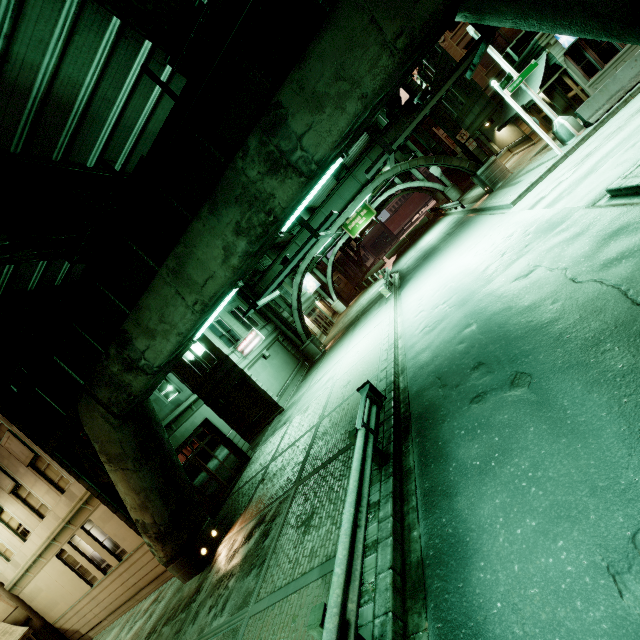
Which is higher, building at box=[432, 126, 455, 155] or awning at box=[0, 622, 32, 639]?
building at box=[432, 126, 455, 155]

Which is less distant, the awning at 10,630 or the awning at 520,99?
the awning at 10,630

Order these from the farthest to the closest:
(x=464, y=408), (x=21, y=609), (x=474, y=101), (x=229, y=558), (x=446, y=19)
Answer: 1. (x=474, y=101)
2. (x=21, y=609)
3. (x=229, y=558)
4. (x=464, y=408)
5. (x=446, y=19)

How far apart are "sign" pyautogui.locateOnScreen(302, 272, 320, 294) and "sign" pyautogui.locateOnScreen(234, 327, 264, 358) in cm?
1980

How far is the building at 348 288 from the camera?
51.41m

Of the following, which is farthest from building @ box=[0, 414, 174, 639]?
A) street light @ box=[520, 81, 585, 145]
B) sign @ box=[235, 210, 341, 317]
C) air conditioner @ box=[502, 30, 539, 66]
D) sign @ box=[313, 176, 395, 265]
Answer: air conditioner @ box=[502, 30, 539, 66]

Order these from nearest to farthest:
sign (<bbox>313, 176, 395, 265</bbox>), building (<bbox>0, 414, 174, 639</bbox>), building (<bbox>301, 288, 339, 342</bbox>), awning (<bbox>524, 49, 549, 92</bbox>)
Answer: building (<bbox>0, 414, 174, 639</bbox>)
awning (<bbox>524, 49, 549, 92</bbox>)
building (<bbox>301, 288, 339, 342</bbox>)
sign (<bbox>313, 176, 395, 265</bbox>)

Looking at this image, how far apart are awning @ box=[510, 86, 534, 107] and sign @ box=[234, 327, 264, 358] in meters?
20.6 m
